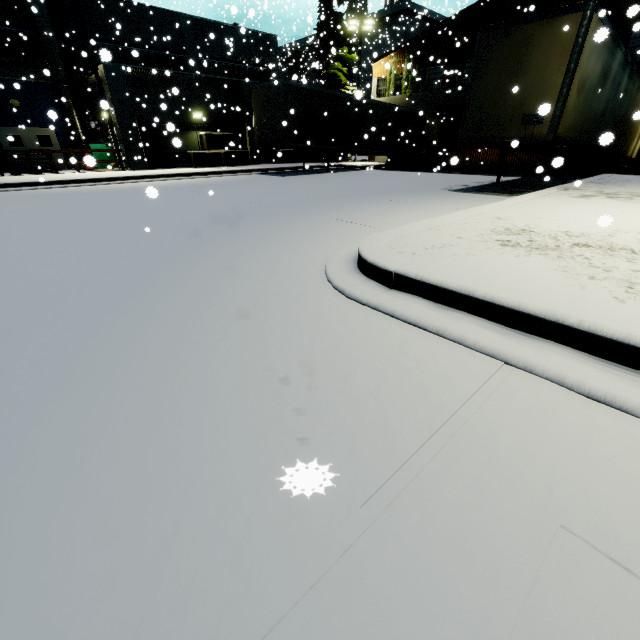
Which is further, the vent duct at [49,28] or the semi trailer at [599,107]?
the vent duct at [49,28]

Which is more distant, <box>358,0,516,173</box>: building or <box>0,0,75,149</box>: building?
<box>358,0,516,173</box>: building

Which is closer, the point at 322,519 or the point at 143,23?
the point at 322,519

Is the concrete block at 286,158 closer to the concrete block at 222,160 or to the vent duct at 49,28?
the concrete block at 222,160

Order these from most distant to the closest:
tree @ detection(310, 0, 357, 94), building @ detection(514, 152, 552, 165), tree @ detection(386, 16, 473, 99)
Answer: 1. tree @ detection(310, 0, 357, 94)
2. tree @ detection(386, 16, 473, 99)
3. building @ detection(514, 152, 552, 165)

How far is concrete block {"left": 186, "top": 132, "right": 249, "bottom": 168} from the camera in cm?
1982

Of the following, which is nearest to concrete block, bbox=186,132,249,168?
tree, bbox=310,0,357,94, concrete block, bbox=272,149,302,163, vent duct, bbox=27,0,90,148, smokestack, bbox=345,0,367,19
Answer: concrete block, bbox=272,149,302,163

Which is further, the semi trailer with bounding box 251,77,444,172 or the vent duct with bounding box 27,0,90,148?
the vent duct with bounding box 27,0,90,148
